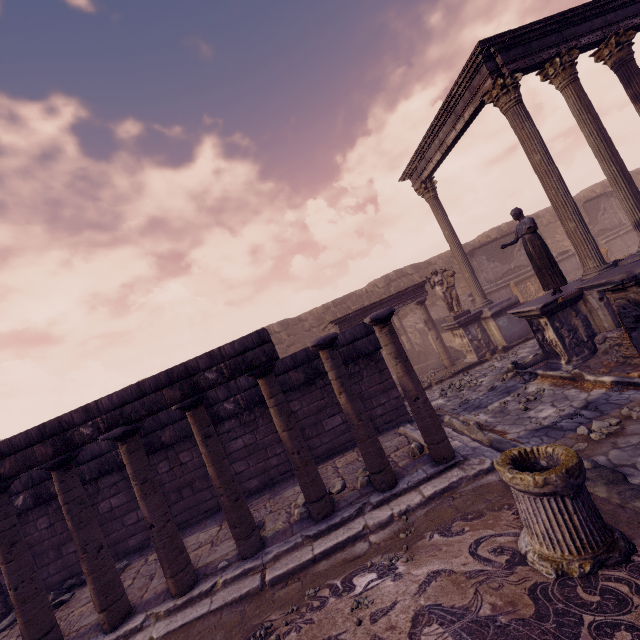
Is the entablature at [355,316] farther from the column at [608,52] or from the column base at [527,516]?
the column base at [527,516]

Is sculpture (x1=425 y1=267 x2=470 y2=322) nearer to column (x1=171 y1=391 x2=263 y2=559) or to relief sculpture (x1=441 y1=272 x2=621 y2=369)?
relief sculpture (x1=441 y1=272 x2=621 y2=369)

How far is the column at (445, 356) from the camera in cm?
1298

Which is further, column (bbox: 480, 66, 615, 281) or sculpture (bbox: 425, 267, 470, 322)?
sculpture (bbox: 425, 267, 470, 322)

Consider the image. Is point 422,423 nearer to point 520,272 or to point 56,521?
point 56,521

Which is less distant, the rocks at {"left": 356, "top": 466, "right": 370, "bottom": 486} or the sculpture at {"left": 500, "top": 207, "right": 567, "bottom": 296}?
the rocks at {"left": 356, "top": 466, "right": 370, "bottom": 486}

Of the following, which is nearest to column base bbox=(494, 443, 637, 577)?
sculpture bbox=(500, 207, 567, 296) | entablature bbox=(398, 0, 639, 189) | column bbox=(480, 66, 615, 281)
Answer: sculpture bbox=(500, 207, 567, 296)

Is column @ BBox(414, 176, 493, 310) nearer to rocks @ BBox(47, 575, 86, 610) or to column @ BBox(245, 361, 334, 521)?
column @ BBox(245, 361, 334, 521)
